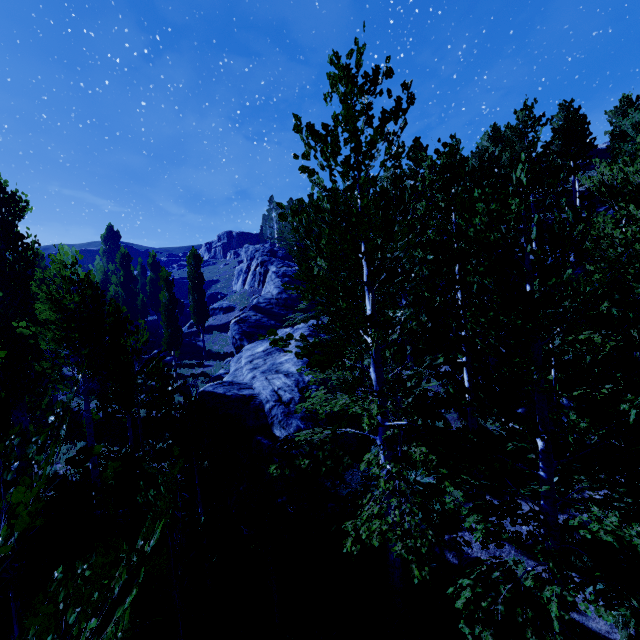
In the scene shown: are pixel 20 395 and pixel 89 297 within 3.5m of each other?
no

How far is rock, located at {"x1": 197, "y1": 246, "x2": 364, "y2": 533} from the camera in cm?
1102

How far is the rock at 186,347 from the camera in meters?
33.9 m

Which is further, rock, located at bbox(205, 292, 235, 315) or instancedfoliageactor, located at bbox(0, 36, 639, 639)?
rock, located at bbox(205, 292, 235, 315)

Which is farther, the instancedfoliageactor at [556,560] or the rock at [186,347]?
the rock at [186,347]

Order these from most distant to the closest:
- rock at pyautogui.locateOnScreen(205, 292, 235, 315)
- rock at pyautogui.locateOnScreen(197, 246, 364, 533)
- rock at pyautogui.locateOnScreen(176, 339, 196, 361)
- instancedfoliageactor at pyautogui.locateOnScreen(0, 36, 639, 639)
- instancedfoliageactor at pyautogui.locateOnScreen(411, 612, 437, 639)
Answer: rock at pyautogui.locateOnScreen(205, 292, 235, 315) → rock at pyautogui.locateOnScreen(176, 339, 196, 361) → rock at pyautogui.locateOnScreen(197, 246, 364, 533) → instancedfoliageactor at pyautogui.locateOnScreen(411, 612, 437, 639) → instancedfoliageactor at pyautogui.locateOnScreen(0, 36, 639, 639)

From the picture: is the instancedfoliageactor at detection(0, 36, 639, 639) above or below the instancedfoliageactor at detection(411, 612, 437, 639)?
above
